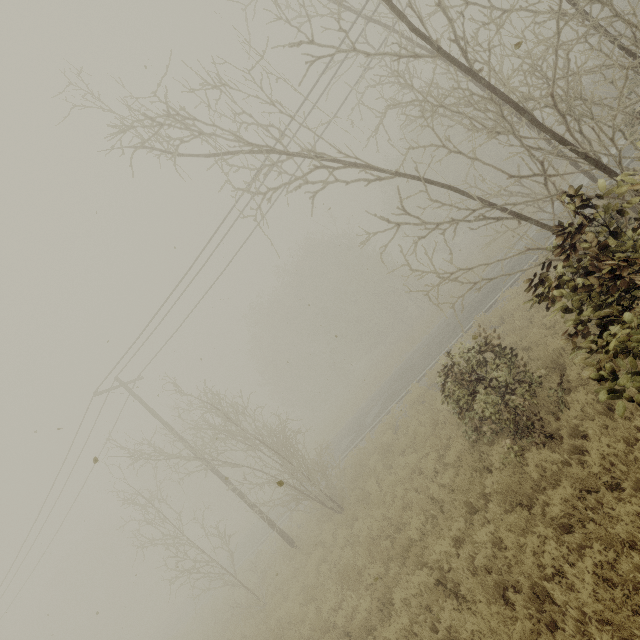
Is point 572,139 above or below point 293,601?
above
